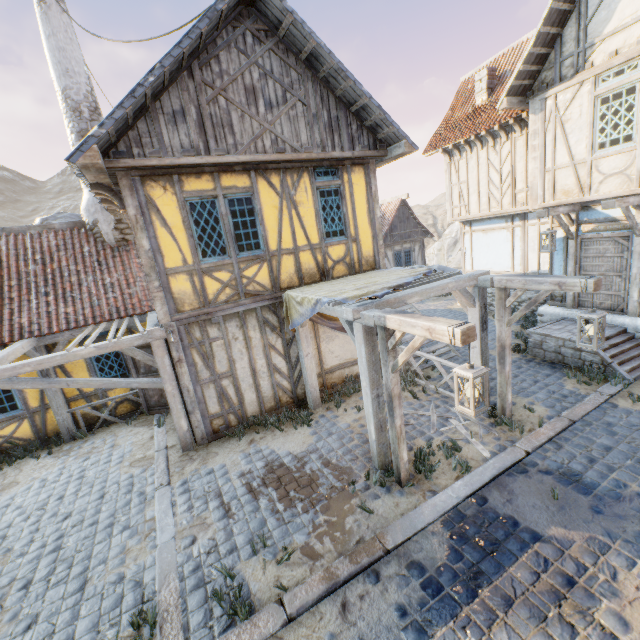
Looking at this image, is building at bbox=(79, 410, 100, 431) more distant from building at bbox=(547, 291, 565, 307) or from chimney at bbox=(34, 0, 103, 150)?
building at bbox=(547, 291, 565, 307)

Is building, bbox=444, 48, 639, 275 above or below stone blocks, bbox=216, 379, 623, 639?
above

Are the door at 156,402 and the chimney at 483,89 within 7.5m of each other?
no

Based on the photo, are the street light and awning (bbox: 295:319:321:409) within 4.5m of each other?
yes

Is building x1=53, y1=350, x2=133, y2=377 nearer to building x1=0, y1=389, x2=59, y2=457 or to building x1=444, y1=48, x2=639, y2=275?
building x1=0, y1=389, x2=59, y2=457

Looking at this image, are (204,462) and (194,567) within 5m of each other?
yes

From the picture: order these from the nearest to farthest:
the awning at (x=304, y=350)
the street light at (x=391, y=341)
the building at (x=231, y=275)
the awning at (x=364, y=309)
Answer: the street light at (x=391, y=341)
the awning at (x=364, y=309)
the building at (x=231, y=275)
the awning at (x=304, y=350)

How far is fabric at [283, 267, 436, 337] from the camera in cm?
569
